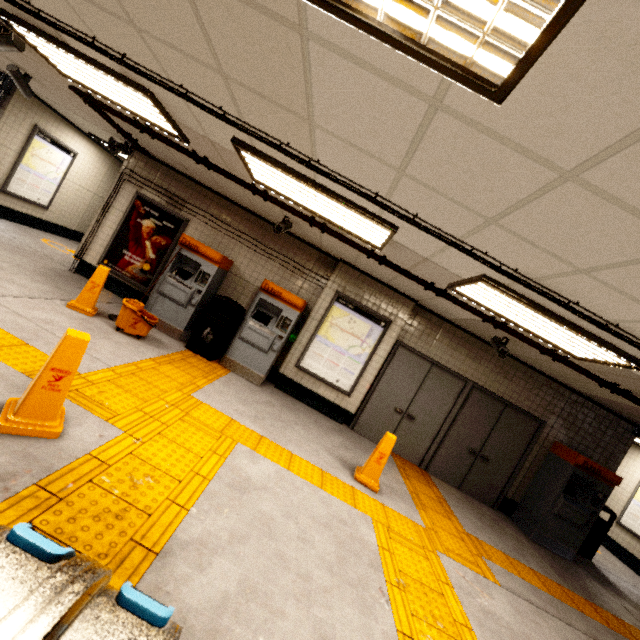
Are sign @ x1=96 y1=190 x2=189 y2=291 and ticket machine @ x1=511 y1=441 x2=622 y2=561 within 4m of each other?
no

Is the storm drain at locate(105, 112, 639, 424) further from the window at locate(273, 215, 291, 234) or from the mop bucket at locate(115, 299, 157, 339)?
the mop bucket at locate(115, 299, 157, 339)

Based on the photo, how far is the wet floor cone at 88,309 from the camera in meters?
5.0

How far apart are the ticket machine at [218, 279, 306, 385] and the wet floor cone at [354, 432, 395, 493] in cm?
237

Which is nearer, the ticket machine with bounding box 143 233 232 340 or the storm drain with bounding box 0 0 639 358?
the storm drain with bounding box 0 0 639 358

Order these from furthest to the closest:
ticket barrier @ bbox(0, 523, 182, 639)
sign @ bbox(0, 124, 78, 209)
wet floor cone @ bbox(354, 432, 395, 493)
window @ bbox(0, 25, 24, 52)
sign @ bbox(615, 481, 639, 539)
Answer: sign @ bbox(615, 481, 639, 539), sign @ bbox(0, 124, 78, 209), wet floor cone @ bbox(354, 432, 395, 493), window @ bbox(0, 25, 24, 52), ticket barrier @ bbox(0, 523, 182, 639)

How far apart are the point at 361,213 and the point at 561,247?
1.8m

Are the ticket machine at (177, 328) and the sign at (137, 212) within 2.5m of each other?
yes
